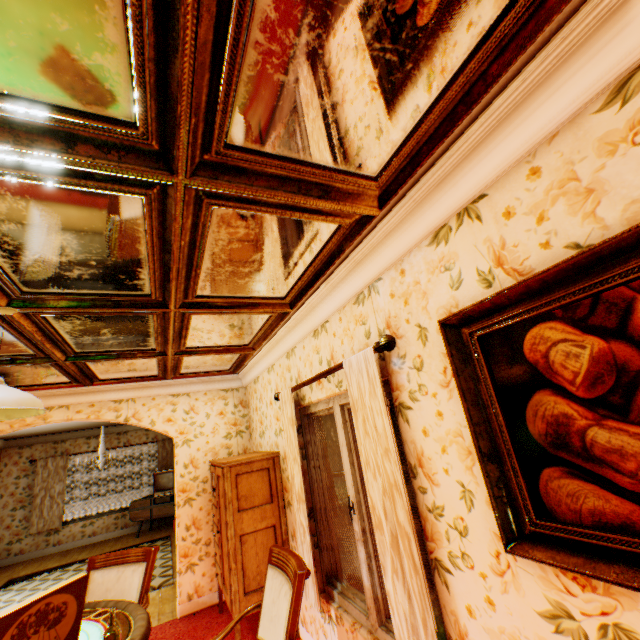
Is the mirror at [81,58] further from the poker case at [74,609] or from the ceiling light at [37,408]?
the poker case at [74,609]

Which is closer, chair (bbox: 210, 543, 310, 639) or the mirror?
the mirror

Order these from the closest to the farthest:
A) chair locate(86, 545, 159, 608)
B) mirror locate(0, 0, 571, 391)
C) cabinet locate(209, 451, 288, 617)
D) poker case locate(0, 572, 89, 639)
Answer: mirror locate(0, 0, 571, 391) → poker case locate(0, 572, 89, 639) → chair locate(86, 545, 159, 608) → cabinet locate(209, 451, 288, 617)

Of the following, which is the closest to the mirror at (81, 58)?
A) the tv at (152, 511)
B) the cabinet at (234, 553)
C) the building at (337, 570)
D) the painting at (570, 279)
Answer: the building at (337, 570)

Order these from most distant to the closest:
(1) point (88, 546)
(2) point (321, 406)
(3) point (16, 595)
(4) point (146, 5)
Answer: (1) point (88, 546) → (3) point (16, 595) → (2) point (321, 406) → (4) point (146, 5)

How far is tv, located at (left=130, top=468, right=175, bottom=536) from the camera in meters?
9.2

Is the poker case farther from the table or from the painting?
the painting

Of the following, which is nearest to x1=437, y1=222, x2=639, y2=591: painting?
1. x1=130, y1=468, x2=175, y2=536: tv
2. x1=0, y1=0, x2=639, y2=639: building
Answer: x1=0, y1=0, x2=639, y2=639: building
